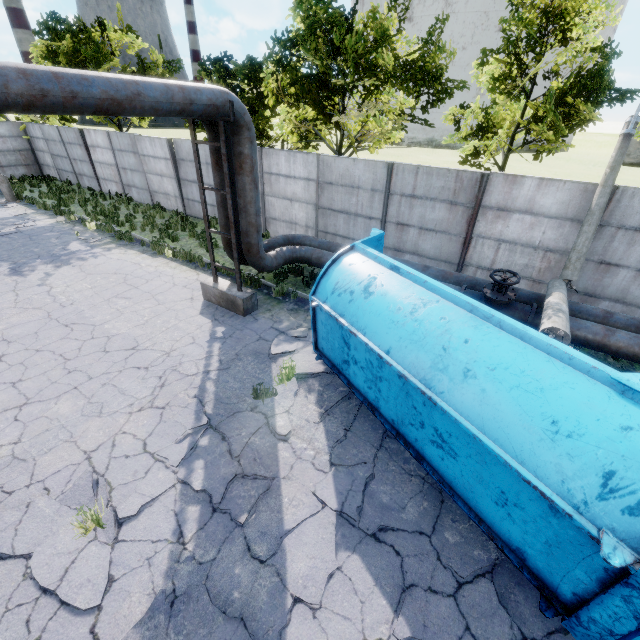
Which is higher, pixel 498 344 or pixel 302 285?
pixel 498 344

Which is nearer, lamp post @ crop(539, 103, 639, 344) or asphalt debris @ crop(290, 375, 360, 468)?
asphalt debris @ crop(290, 375, 360, 468)

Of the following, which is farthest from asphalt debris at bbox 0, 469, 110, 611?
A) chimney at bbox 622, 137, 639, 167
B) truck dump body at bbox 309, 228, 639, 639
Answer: chimney at bbox 622, 137, 639, 167

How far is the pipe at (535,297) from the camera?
8.1m

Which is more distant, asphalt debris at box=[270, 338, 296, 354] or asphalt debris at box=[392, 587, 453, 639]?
asphalt debris at box=[270, 338, 296, 354]

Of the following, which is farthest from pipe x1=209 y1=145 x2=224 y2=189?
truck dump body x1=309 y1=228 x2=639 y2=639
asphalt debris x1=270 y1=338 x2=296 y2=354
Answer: asphalt debris x1=270 y1=338 x2=296 y2=354

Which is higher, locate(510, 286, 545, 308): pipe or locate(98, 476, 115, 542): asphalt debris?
locate(510, 286, 545, 308): pipe

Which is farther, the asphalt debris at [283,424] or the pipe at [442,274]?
the pipe at [442,274]
